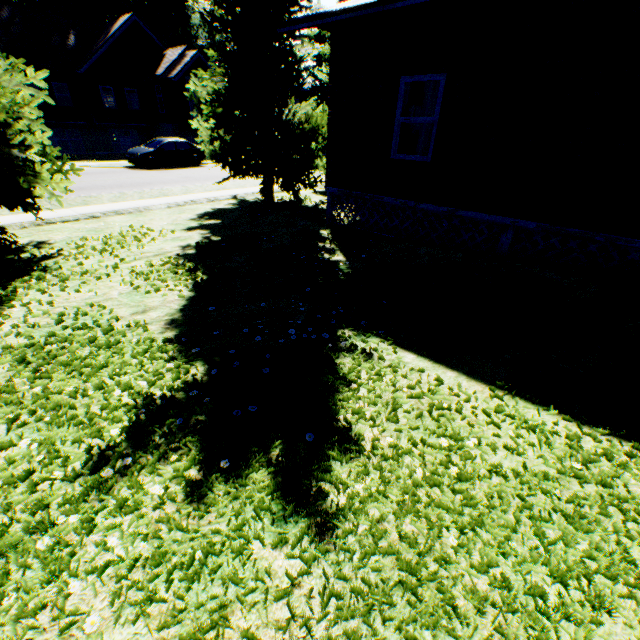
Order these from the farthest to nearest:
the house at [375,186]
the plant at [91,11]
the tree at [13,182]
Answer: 1. the plant at [91,11]
2. the tree at [13,182]
3. the house at [375,186]

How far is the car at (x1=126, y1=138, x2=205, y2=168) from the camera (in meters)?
19.81

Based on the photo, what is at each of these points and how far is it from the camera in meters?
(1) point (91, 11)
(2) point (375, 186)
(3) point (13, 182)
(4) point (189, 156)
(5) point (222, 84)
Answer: (1) plant, 38.6 m
(2) house, 8.3 m
(3) tree, 6.5 m
(4) car, 21.7 m
(5) tree, 10.2 m

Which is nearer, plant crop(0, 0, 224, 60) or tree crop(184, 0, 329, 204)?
tree crop(184, 0, 329, 204)

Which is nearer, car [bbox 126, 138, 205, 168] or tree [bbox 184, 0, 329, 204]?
tree [bbox 184, 0, 329, 204]

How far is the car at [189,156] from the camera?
Answer: 19.8m

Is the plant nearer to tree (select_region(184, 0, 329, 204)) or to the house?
tree (select_region(184, 0, 329, 204))

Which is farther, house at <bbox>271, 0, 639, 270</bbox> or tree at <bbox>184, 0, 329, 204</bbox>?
tree at <bbox>184, 0, 329, 204</bbox>
